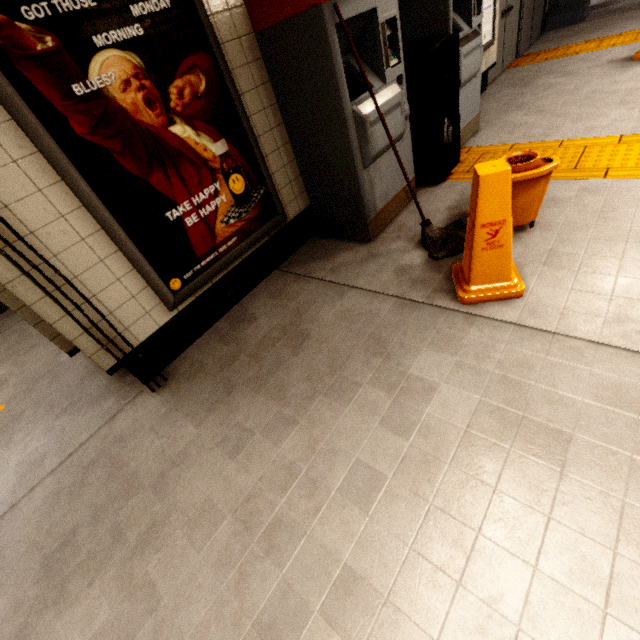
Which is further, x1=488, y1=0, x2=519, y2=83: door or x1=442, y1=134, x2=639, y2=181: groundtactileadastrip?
x1=488, y1=0, x2=519, y2=83: door

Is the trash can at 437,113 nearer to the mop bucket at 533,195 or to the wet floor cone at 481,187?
the mop bucket at 533,195

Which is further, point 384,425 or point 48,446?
point 48,446

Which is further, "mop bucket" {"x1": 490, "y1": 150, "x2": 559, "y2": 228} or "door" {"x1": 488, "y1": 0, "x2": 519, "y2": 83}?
"door" {"x1": 488, "y1": 0, "x2": 519, "y2": 83}

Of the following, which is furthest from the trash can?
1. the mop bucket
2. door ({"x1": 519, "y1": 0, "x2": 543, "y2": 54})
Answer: door ({"x1": 519, "y1": 0, "x2": 543, "y2": 54})

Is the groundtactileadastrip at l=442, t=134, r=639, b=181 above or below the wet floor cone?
below

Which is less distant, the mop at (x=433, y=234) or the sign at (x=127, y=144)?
the sign at (x=127, y=144)

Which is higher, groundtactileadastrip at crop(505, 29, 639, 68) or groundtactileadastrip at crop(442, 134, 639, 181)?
groundtactileadastrip at crop(505, 29, 639, 68)
